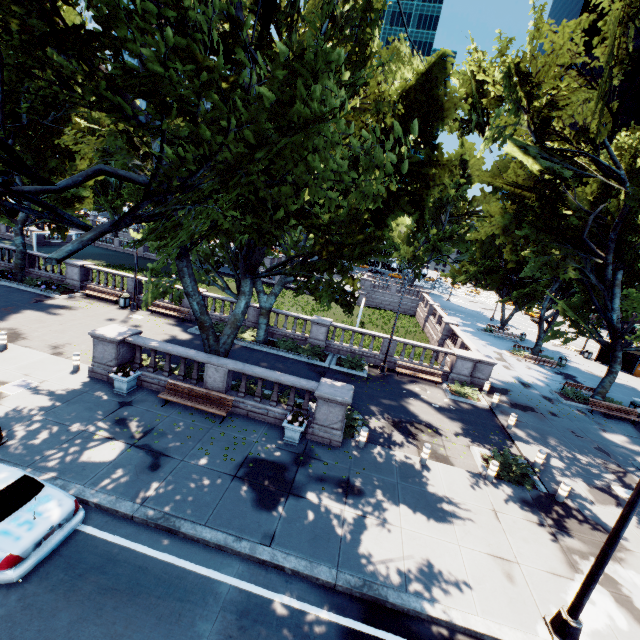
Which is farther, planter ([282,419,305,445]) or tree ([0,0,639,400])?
planter ([282,419,305,445])

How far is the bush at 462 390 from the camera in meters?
19.8

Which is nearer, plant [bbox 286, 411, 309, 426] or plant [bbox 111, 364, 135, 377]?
plant [bbox 286, 411, 309, 426]

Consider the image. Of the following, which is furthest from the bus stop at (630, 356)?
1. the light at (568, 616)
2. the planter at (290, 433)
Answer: the planter at (290, 433)

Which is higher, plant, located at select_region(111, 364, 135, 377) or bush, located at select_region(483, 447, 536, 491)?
plant, located at select_region(111, 364, 135, 377)

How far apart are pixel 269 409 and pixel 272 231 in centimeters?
800cm

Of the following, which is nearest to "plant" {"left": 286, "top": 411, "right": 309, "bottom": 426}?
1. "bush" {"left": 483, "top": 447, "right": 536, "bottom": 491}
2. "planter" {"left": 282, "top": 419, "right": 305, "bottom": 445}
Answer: "planter" {"left": 282, "top": 419, "right": 305, "bottom": 445}

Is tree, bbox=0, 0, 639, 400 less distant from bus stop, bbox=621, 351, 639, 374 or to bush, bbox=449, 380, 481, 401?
bus stop, bbox=621, 351, 639, 374
